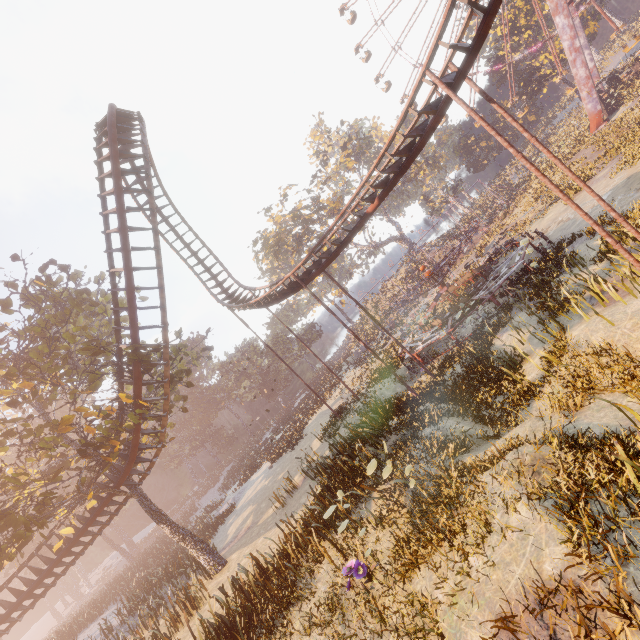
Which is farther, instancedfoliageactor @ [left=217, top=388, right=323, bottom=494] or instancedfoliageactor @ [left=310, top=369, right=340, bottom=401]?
instancedfoliageactor @ [left=310, top=369, right=340, bottom=401]

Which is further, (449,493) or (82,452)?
(82,452)

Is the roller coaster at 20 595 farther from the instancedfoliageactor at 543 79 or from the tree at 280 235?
the instancedfoliageactor at 543 79

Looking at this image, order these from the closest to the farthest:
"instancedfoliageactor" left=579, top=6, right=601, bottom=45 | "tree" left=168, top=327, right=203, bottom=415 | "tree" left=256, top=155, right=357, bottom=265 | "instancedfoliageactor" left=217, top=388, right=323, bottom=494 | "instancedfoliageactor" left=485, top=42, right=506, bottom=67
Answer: "tree" left=168, top=327, right=203, bottom=415
"instancedfoliageactor" left=217, top=388, right=323, bottom=494
"instancedfoliageactor" left=579, top=6, right=601, bottom=45
"tree" left=256, top=155, right=357, bottom=265
"instancedfoliageactor" left=485, top=42, right=506, bottom=67

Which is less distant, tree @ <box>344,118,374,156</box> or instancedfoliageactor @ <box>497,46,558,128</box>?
instancedfoliageactor @ <box>497,46,558,128</box>

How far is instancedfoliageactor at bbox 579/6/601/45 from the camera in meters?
41.6

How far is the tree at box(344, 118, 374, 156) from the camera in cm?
5506

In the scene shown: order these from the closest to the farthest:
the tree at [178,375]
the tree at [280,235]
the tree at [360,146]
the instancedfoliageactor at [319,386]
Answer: the tree at [178,375], the instancedfoliageactor at [319,386], the tree at [280,235], the tree at [360,146]
